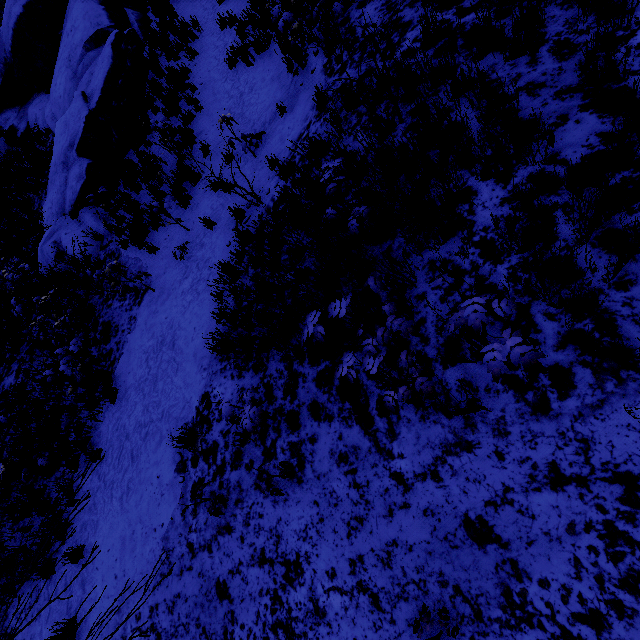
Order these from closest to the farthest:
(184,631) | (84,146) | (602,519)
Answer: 1. (602,519)
2. (184,631)
3. (84,146)
